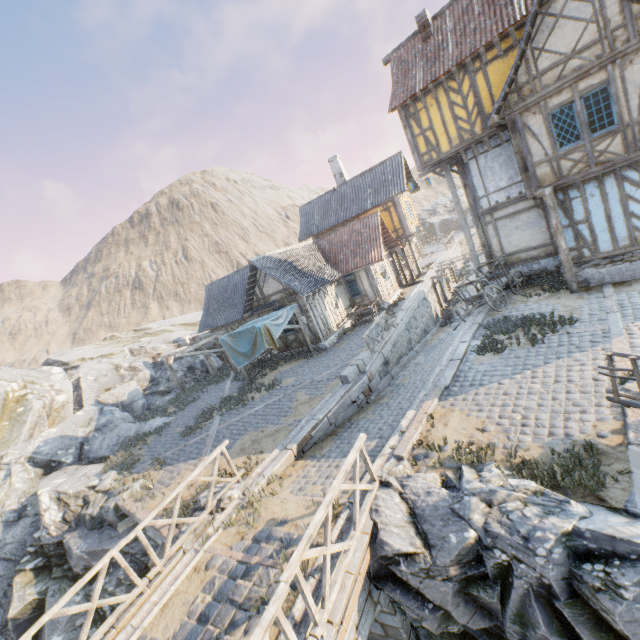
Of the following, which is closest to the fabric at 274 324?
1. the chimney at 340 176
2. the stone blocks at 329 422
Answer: the stone blocks at 329 422

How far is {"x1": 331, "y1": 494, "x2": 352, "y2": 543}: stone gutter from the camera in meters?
5.8

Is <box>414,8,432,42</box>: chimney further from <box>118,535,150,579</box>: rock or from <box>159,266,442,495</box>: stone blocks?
<box>118,535,150,579</box>: rock

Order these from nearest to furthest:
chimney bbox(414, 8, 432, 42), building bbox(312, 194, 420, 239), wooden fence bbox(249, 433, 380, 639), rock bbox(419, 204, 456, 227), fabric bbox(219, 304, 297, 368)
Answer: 1. wooden fence bbox(249, 433, 380, 639)
2. chimney bbox(414, 8, 432, 42)
3. fabric bbox(219, 304, 297, 368)
4. building bbox(312, 194, 420, 239)
5. rock bbox(419, 204, 456, 227)

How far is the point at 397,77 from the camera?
15.6 meters

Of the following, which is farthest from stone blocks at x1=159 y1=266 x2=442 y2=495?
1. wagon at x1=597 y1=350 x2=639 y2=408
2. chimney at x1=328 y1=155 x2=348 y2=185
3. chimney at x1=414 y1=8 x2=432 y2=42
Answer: chimney at x1=414 y1=8 x2=432 y2=42

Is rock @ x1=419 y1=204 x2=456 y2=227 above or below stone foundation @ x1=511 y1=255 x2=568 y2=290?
above

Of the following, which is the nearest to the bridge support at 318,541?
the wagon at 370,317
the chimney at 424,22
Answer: the wagon at 370,317
